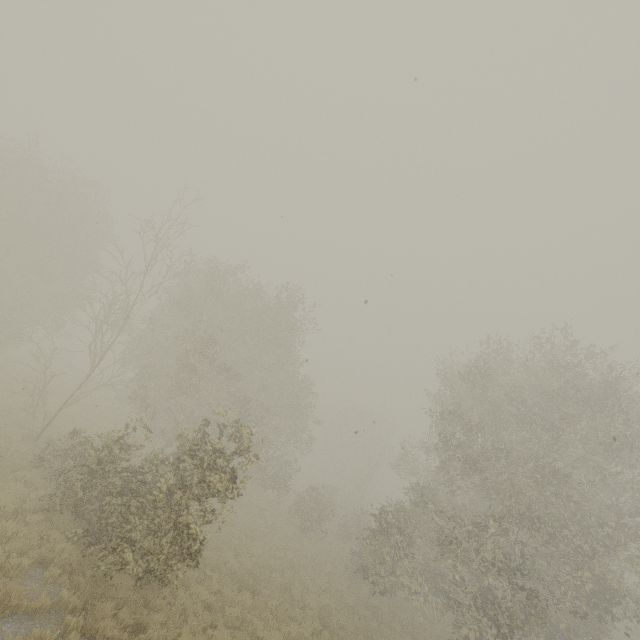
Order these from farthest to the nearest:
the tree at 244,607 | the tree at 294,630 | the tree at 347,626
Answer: the tree at 347,626
the tree at 294,630
the tree at 244,607

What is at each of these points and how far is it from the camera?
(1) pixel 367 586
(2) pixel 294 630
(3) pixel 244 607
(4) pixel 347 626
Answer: (1) tree, 20.83m
(2) tree, 11.64m
(3) tree, 11.94m
(4) tree, 14.29m

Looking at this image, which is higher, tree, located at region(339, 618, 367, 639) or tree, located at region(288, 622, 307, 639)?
tree, located at region(339, 618, 367, 639)

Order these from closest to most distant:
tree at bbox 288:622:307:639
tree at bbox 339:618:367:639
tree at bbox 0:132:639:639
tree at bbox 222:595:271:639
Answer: tree at bbox 0:132:639:639
tree at bbox 222:595:271:639
tree at bbox 288:622:307:639
tree at bbox 339:618:367:639

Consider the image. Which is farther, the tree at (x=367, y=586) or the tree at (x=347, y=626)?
the tree at (x=347, y=626)

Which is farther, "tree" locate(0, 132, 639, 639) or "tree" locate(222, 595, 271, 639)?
"tree" locate(222, 595, 271, 639)
